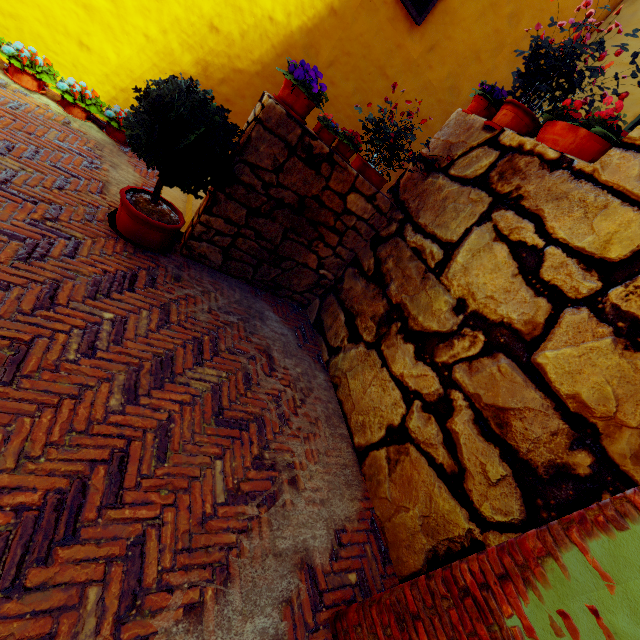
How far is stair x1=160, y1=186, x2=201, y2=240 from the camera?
4.1m

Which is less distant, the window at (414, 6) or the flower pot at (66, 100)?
the flower pot at (66, 100)

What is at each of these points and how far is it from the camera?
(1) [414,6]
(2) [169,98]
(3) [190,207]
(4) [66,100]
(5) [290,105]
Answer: (1) window, 4.9 meters
(2) potted tree, 2.7 meters
(3) stair, 4.3 meters
(4) flower pot, 4.3 meters
(5) flower pot, 3.1 meters

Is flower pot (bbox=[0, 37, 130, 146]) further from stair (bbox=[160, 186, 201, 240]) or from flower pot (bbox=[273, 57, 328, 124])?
flower pot (bbox=[273, 57, 328, 124])

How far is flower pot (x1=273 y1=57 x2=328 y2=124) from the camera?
3.0 meters

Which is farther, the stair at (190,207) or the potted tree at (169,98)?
the stair at (190,207)

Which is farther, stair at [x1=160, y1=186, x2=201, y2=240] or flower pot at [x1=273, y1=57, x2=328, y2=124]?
stair at [x1=160, y1=186, x2=201, y2=240]

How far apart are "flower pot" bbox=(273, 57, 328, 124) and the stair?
1.33m
